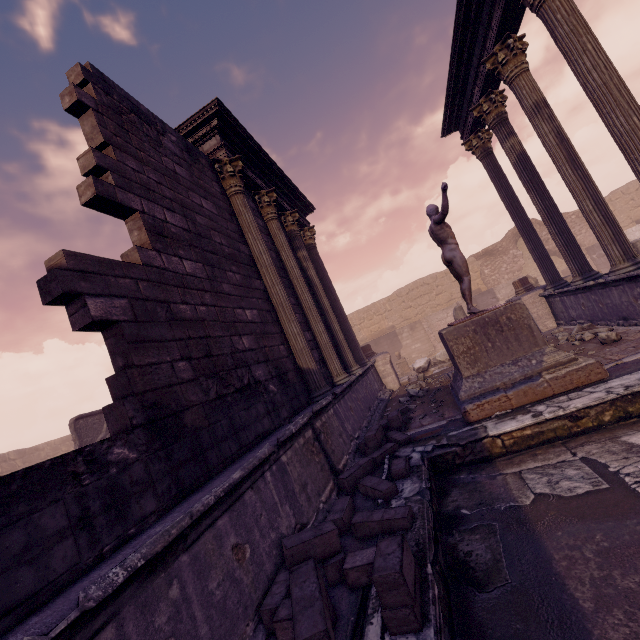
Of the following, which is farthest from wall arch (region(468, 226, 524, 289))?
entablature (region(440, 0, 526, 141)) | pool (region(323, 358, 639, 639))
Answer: pool (region(323, 358, 639, 639))

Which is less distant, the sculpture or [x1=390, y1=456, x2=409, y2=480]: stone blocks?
[x1=390, y1=456, x2=409, y2=480]: stone blocks

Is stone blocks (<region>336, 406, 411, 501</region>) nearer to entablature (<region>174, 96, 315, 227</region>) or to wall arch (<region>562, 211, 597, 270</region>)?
entablature (<region>174, 96, 315, 227</region>)

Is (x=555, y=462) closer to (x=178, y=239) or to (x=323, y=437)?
(x=323, y=437)

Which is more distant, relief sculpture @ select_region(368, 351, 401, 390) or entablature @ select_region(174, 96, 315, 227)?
relief sculpture @ select_region(368, 351, 401, 390)

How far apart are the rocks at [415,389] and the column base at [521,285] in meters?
6.3

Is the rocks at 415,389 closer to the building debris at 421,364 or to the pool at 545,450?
the building debris at 421,364

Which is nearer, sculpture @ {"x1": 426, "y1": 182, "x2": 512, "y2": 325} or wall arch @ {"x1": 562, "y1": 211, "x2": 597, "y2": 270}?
sculpture @ {"x1": 426, "y1": 182, "x2": 512, "y2": 325}
